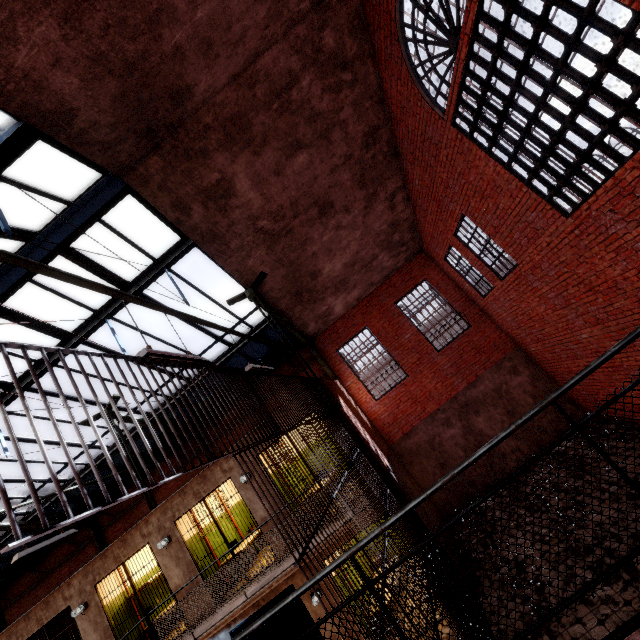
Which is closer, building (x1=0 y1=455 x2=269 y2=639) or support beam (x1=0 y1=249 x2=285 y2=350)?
support beam (x1=0 y1=249 x2=285 y2=350)

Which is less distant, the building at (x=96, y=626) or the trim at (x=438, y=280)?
the building at (x=96, y=626)

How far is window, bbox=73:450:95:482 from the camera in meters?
11.2 m

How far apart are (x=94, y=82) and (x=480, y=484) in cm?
1404

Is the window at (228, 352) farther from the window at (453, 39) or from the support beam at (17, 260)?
the window at (453, 39)

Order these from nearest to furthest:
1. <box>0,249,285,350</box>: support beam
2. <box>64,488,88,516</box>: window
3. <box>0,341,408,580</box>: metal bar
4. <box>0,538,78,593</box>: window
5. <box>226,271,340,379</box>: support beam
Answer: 1. <box>0,341,408,580</box>: metal bar
2. <box>0,249,285,350</box>: support beam
3. <box>226,271,340,379</box>: support beam
4. <box>64,488,88,516</box>: window
5. <box>0,538,78,593</box>: window

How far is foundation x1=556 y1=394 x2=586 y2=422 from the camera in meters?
10.7 m
